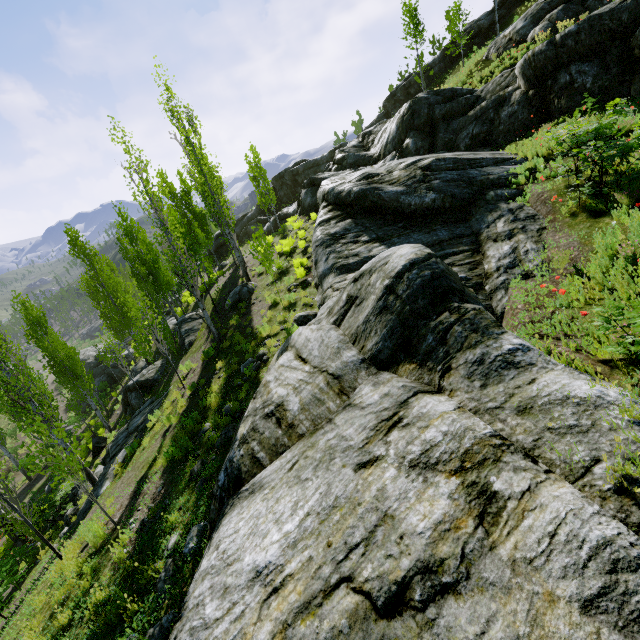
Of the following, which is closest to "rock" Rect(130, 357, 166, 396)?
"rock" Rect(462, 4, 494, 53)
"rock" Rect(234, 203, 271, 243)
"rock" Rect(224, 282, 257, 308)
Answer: "rock" Rect(224, 282, 257, 308)

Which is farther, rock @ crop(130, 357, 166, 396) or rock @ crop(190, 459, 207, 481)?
rock @ crop(130, 357, 166, 396)

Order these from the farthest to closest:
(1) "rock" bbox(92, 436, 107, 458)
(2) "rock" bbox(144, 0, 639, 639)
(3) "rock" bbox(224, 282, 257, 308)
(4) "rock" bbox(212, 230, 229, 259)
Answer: (4) "rock" bbox(212, 230, 229, 259) → (1) "rock" bbox(92, 436, 107, 458) → (3) "rock" bbox(224, 282, 257, 308) → (2) "rock" bbox(144, 0, 639, 639)

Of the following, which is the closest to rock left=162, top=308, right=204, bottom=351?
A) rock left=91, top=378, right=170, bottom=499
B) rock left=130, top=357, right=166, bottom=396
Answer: rock left=130, top=357, right=166, bottom=396

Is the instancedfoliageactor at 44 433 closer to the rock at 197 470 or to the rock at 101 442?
the rock at 197 470

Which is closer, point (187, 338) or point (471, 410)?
point (471, 410)

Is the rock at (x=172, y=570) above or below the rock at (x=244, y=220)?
below

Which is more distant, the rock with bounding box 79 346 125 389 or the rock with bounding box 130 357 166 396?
the rock with bounding box 79 346 125 389
